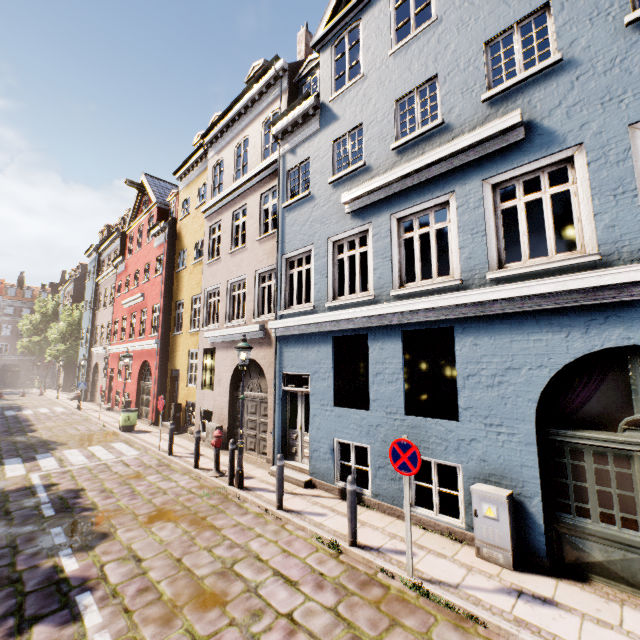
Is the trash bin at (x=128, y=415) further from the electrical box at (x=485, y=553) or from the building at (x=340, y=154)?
the electrical box at (x=485, y=553)

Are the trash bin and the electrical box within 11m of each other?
no

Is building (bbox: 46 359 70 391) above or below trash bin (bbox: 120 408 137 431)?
above

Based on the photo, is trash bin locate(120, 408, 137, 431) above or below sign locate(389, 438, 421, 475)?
below

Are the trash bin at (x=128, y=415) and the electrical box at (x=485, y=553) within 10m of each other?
no

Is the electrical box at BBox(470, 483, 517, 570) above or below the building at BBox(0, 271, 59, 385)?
below

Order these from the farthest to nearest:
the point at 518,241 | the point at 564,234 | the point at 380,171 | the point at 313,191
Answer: the point at 518,241, the point at 564,234, the point at 313,191, the point at 380,171

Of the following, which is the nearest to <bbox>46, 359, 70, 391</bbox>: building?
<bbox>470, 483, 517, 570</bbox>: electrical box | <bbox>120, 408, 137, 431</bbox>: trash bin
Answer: <bbox>470, 483, 517, 570</bbox>: electrical box
